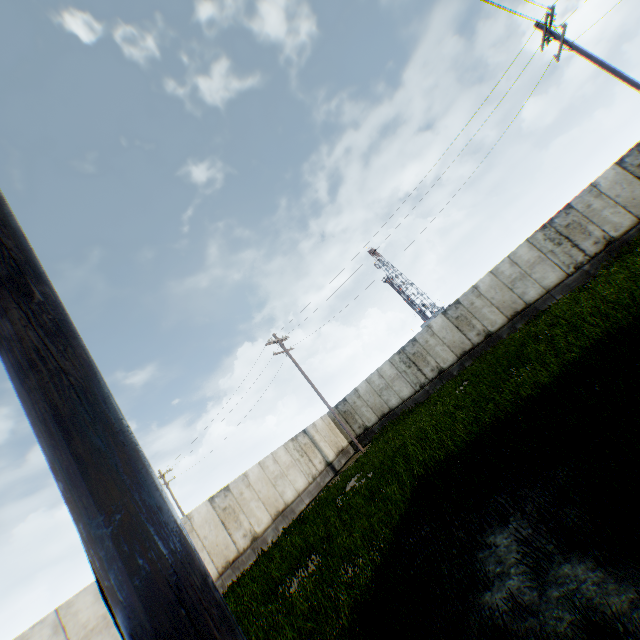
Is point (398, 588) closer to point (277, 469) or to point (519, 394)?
point (519, 394)
